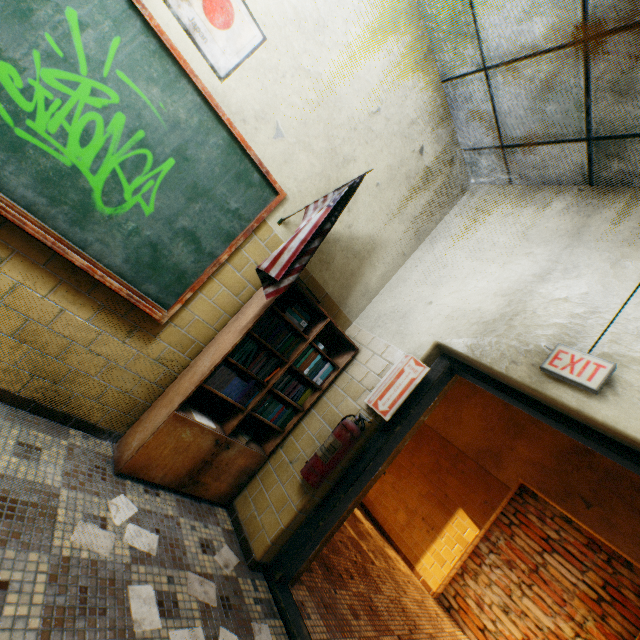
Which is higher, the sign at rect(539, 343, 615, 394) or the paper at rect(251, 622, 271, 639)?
the sign at rect(539, 343, 615, 394)

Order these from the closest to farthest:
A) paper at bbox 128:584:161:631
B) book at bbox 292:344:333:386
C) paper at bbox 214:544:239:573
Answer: paper at bbox 128:584:161:631 < paper at bbox 214:544:239:573 < book at bbox 292:344:333:386

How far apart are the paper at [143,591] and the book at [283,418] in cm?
114

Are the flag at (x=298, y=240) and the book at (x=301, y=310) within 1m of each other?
yes

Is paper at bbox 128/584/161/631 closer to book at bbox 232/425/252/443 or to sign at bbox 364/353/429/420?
book at bbox 232/425/252/443

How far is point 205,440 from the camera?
2.4m

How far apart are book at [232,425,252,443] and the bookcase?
0.0 meters

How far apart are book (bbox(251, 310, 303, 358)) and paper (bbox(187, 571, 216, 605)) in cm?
108
